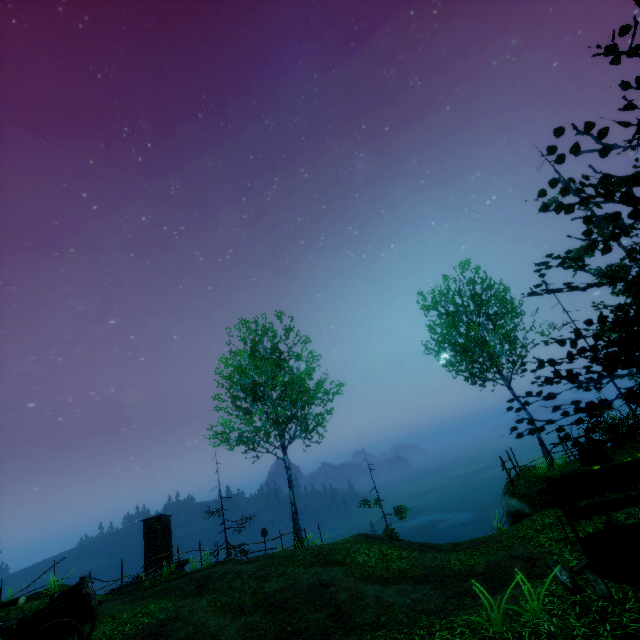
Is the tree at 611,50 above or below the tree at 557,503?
above

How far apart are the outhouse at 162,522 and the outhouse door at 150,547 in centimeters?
1cm

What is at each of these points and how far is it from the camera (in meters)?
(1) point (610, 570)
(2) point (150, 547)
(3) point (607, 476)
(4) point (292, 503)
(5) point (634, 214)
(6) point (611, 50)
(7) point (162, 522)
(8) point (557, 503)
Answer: (1) well, 5.80
(2) outhouse door, 18.75
(3) well, 6.38
(4) tree, 16.88
(5) tree, 3.46
(6) tree, 2.83
(7) outhouse, 19.53
(8) tree, 3.67

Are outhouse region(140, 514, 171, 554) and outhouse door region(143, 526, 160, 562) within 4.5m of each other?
yes

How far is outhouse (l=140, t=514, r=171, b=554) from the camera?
19.0m

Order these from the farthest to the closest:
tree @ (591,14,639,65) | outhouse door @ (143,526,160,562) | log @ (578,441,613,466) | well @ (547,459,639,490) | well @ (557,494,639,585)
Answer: outhouse door @ (143,526,160,562) → log @ (578,441,613,466) → well @ (547,459,639,490) → well @ (557,494,639,585) → tree @ (591,14,639,65)

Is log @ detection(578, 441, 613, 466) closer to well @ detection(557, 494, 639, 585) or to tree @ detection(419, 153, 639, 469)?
well @ detection(557, 494, 639, 585)

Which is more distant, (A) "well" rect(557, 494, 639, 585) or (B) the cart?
(B) the cart
